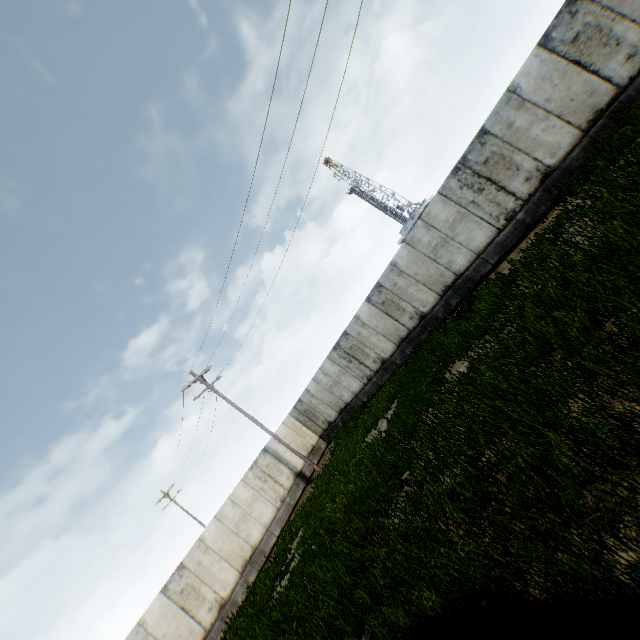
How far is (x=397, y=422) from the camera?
11.3m
